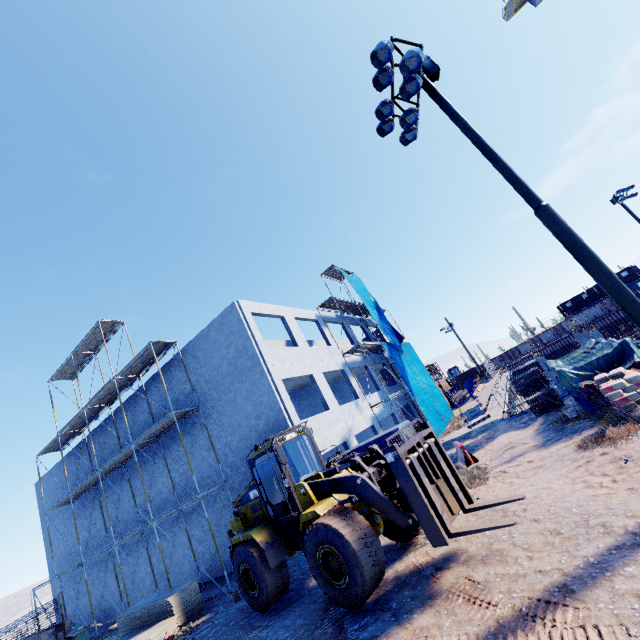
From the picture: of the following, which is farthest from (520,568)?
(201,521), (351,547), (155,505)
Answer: (155,505)

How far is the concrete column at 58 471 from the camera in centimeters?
2520cm

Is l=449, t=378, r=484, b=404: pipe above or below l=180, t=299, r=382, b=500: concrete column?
below

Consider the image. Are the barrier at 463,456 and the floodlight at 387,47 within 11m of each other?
no

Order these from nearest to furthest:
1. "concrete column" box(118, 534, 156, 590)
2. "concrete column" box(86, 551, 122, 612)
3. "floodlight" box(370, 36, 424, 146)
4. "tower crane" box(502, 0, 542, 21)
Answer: "floodlight" box(370, 36, 424, 146), "concrete column" box(118, 534, 156, 590), "concrete column" box(86, 551, 122, 612), "tower crane" box(502, 0, 542, 21)

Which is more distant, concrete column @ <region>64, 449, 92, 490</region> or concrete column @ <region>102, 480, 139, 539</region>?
concrete column @ <region>64, 449, 92, 490</region>

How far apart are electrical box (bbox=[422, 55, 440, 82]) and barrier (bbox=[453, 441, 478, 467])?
13.00m

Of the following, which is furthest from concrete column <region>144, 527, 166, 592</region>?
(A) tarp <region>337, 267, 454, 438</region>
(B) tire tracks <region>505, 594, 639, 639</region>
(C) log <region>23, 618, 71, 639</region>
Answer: (B) tire tracks <region>505, 594, 639, 639</region>
